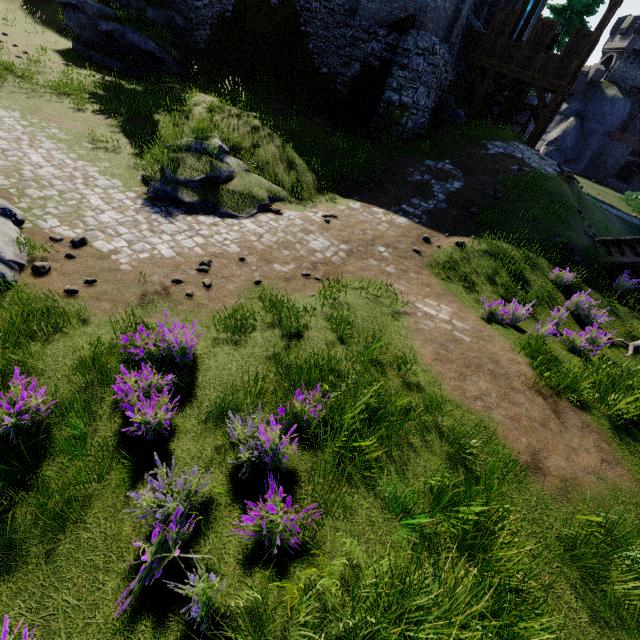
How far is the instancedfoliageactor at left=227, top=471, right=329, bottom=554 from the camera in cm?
290

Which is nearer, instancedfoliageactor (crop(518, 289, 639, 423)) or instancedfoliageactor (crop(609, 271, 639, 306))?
instancedfoliageactor (crop(518, 289, 639, 423))

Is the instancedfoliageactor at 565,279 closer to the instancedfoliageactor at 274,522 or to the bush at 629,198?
the instancedfoliageactor at 274,522

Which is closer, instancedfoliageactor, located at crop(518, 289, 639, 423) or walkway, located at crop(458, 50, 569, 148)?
instancedfoliageactor, located at crop(518, 289, 639, 423)

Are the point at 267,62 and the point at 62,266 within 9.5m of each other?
no

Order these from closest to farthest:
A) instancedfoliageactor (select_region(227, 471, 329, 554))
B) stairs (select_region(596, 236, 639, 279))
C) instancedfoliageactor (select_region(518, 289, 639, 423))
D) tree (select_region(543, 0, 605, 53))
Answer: instancedfoliageactor (select_region(227, 471, 329, 554)) < instancedfoliageactor (select_region(518, 289, 639, 423)) < stairs (select_region(596, 236, 639, 279)) < tree (select_region(543, 0, 605, 53))

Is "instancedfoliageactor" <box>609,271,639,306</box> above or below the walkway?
below

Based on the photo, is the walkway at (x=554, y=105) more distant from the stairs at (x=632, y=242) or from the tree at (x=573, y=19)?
the tree at (x=573, y=19)
